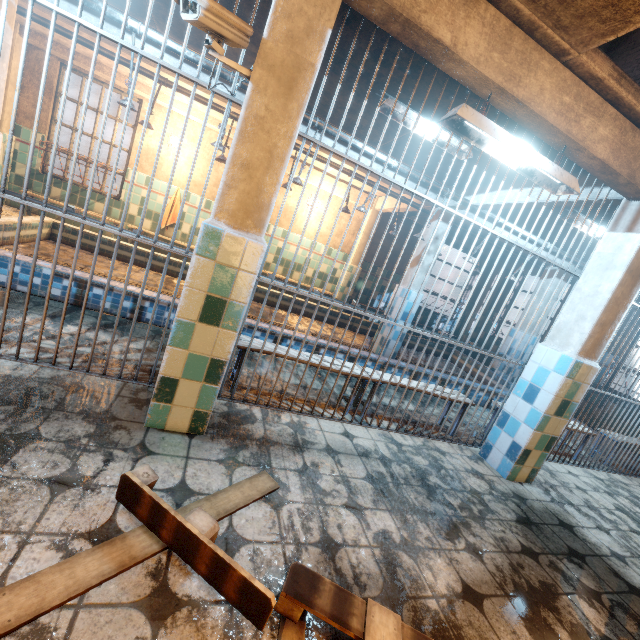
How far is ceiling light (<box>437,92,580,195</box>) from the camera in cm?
201

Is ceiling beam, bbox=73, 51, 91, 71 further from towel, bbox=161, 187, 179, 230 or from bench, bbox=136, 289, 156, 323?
bench, bbox=136, 289, 156, 323

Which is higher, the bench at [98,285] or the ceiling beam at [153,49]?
the ceiling beam at [153,49]

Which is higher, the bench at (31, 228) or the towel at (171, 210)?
the towel at (171, 210)

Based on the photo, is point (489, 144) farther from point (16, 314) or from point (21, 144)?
point (21, 144)

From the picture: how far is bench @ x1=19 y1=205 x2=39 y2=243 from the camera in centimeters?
428cm

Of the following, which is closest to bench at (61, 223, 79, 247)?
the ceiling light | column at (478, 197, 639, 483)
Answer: column at (478, 197, 639, 483)

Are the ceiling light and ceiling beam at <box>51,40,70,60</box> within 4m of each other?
no
